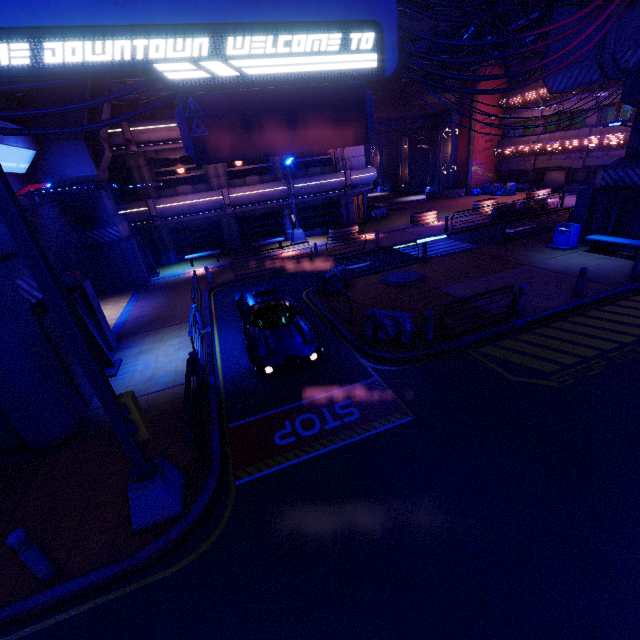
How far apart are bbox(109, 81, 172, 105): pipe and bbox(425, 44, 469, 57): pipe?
3.4m

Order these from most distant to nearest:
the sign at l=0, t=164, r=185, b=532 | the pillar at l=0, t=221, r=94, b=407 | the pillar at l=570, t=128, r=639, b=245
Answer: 1. the pillar at l=570, t=128, r=639, b=245
2. the pillar at l=0, t=221, r=94, b=407
3. the sign at l=0, t=164, r=185, b=532

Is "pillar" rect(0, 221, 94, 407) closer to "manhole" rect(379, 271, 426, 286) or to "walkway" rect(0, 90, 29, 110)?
"walkway" rect(0, 90, 29, 110)

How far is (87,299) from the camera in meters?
11.1 m

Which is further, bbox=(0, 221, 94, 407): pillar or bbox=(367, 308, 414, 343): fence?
bbox=(367, 308, 414, 343): fence

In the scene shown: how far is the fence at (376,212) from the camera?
31.2m

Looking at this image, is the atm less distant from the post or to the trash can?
the post

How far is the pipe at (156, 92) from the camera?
17.9m
